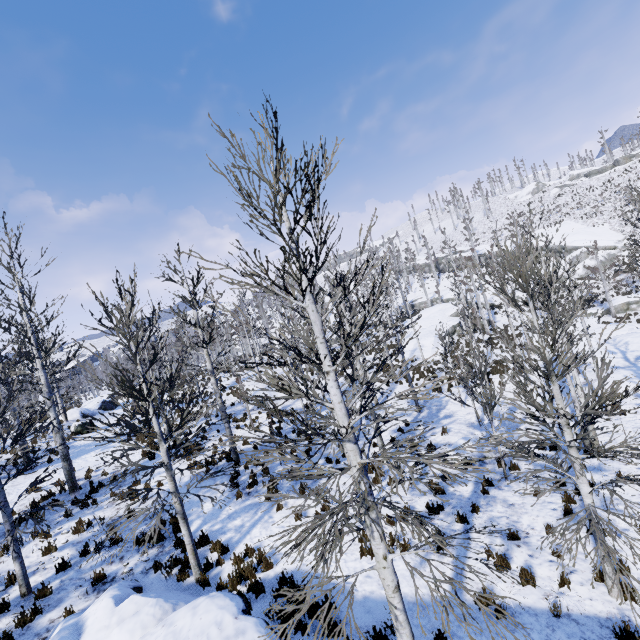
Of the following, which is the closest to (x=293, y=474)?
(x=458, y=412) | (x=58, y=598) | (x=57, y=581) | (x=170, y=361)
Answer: (x=170, y=361)

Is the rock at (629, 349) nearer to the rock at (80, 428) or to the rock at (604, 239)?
the rock at (604, 239)

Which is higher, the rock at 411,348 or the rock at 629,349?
the rock at 411,348

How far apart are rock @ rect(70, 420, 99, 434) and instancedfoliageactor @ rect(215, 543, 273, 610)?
16.8 meters

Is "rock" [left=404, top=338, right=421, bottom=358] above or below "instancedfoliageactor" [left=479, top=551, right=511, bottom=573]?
above

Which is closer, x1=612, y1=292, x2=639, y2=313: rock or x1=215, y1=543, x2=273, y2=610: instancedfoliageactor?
x1=215, y1=543, x2=273, y2=610: instancedfoliageactor

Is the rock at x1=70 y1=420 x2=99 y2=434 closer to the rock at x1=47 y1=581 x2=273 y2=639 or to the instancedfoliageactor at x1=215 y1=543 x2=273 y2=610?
the rock at x1=47 y1=581 x2=273 y2=639

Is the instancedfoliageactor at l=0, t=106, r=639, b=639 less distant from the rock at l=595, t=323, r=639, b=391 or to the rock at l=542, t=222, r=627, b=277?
the rock at l=595, t=323, r=639, b=391
